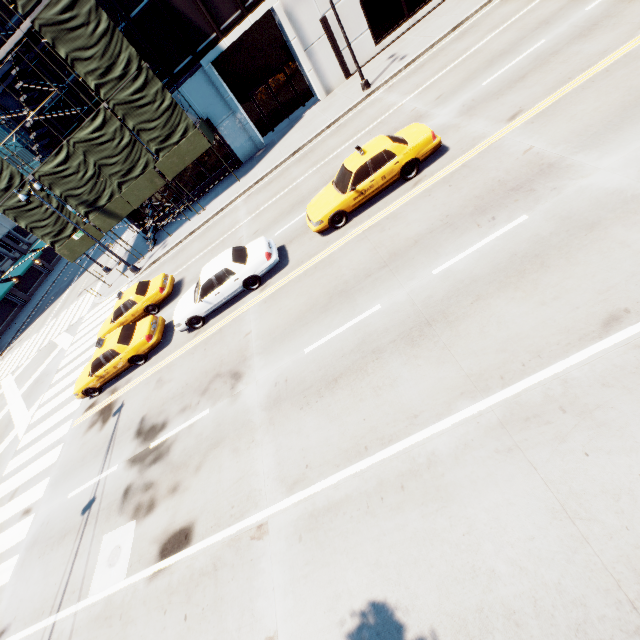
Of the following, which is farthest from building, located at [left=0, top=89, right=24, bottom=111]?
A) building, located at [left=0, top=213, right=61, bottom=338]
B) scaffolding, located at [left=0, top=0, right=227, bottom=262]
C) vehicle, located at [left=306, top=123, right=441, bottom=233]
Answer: building, located at [left=0, top=213, right=61, bottom=338]

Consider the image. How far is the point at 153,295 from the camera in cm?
1608

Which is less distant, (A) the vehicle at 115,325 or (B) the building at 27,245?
(A) the vehicle at 115,325

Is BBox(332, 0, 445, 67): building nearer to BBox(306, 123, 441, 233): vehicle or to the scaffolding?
the scaffolding

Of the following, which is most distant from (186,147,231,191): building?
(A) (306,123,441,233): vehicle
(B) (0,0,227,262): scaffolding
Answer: (A) (306,123,441,233): vehicle

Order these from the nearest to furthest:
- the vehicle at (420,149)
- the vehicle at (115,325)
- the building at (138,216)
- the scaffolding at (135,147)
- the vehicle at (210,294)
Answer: the vehicle at (420,149)
the vehicle at (210,294)
the vehicle at (115,325)
the scaffolding at (135,147)
the building at (138,216)

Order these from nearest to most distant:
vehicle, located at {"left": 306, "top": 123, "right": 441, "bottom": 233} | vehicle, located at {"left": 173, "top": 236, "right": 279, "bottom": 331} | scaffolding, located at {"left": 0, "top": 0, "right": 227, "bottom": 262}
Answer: vehicle, located at {"left": 306, "top": 123, "right": 441, "bottom": 233} → vehicle, located at {"left": 173, "top": 236, "right": 279, "bottom": 331} → scaffolding, located at {"left": 0, "top": 0, "right": 227, "bottom": 262}

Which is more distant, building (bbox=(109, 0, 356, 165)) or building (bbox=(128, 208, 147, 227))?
building (bbox=(128, 208, 147, 227))
